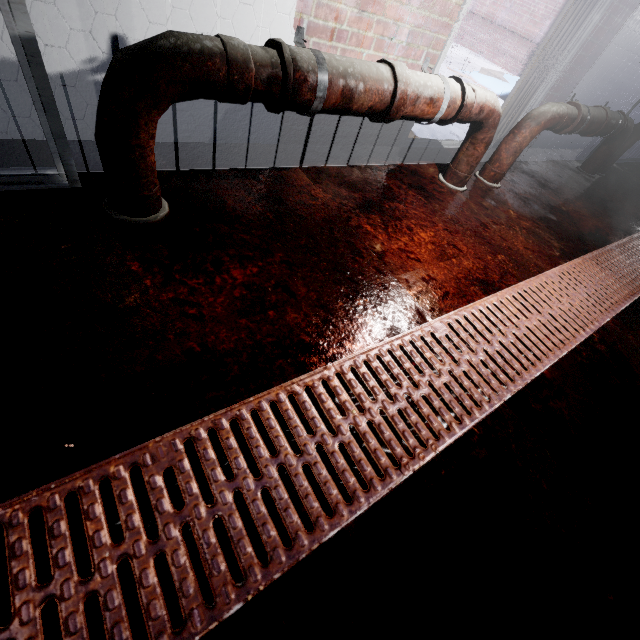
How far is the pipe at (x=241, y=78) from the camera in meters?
0.9 m

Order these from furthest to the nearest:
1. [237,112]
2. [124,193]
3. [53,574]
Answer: [237,112]
[124,193]
[53,574]

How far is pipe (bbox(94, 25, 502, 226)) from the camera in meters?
0.9 m

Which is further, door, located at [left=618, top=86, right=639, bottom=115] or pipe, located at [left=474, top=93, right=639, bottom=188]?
door, located at [left=618, top=86, right=639, bottom=115]

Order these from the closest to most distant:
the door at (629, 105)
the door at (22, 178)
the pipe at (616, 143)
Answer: the door at (22, 178)
the pipe at (616, 143)
the door at (629, 105)

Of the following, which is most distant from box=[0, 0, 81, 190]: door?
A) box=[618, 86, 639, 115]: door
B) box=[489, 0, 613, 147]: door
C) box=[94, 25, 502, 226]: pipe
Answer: box=[618, 86, 639, 115]: door

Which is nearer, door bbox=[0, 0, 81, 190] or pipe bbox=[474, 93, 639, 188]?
door bbox=[0, 0, 81, 190]

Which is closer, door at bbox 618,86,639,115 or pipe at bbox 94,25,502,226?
pipe at bbox 94,25,502,226
